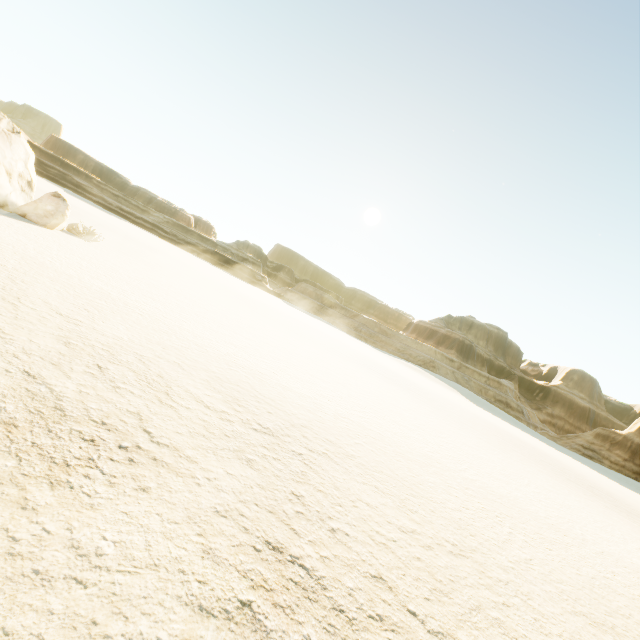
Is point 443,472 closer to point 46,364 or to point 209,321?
point 46,364
